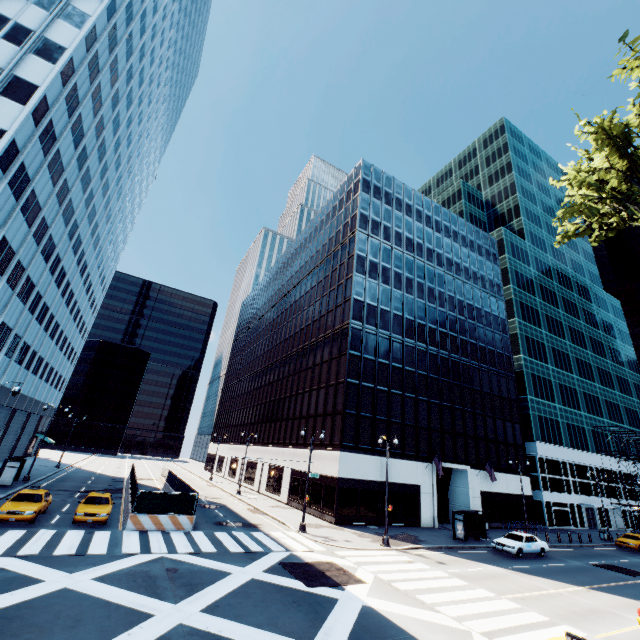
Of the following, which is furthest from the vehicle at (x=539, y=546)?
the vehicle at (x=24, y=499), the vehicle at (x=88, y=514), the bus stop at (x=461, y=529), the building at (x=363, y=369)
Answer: the vehicle at (x=24, y=499)

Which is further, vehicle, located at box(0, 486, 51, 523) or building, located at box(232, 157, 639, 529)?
building, located at box(232, 157, 639, 529)

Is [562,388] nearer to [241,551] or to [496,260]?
[496,260]

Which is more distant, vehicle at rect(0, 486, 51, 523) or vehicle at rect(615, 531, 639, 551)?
vehicle at rect(615, 531, 639, 551)

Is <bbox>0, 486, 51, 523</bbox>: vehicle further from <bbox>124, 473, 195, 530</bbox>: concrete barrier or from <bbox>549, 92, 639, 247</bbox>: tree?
<bbox>549, 92, 639, 247</bbox>: tree

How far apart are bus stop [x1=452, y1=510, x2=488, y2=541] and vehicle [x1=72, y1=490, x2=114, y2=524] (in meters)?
26.67

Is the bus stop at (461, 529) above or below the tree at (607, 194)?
below

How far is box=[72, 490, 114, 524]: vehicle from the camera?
19.25m
